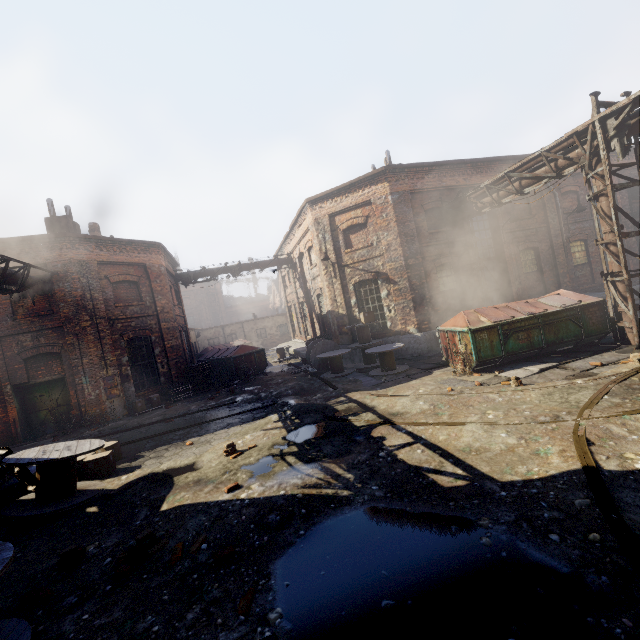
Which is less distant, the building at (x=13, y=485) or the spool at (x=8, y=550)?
the spool at (x=8, y=550)

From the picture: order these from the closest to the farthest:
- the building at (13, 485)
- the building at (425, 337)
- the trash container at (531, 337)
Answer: the building at (13, 485), the trash container at (531, 337), the building at (425, 337)

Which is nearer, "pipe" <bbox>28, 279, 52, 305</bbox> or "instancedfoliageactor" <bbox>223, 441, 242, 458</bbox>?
"instancedfoliageactor" <bbox>223, 441, 242, 458</bbox>

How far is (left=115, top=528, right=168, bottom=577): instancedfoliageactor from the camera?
4.07m

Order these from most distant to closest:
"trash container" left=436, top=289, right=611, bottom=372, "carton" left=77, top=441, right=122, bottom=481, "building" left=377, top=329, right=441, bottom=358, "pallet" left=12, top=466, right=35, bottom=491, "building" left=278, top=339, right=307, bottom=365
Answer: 1. "building" left=278, top=339, right=307, bottom=365
2. "building" left=377, top=329, right=441, bottom=358
3. "trash container" left=436, top=289, right=611, bottom=372
4. "carton" left=77, top=441, right=122, bottom=481
5. "pallet" left=12, top=466, right=35, bottom=491

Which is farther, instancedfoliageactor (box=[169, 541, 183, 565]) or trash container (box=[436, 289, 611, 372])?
trash container (box=[436, 289, 611, 372])

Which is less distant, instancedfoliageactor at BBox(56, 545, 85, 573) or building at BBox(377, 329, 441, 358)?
instancedfoliageactor at BBox(56, 545, 85, 573)

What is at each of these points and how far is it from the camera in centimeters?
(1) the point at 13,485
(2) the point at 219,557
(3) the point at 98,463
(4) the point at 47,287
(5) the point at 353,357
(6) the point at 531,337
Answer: (1) building, 672cm
(2) instancedfoliageactor, 389cm
(3) carton, 723cm
(4) pipe, 1276cm
(5) building, 1586cm
(6) trash container, 972cm
